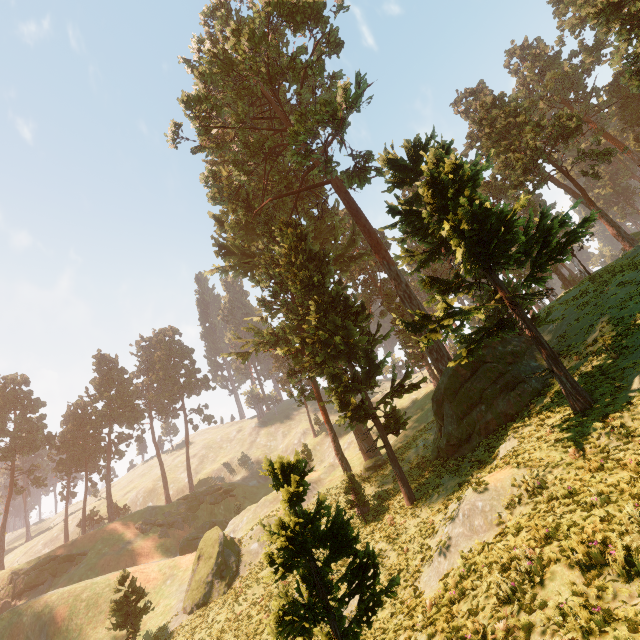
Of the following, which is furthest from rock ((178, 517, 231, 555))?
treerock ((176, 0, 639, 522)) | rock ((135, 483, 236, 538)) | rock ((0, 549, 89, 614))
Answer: treerock ((176, 0, 639, 522))

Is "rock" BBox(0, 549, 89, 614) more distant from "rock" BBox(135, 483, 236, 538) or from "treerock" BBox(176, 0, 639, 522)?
"rock" BBox(135, 483, 236, 538)

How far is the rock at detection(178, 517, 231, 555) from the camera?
44.6 meters

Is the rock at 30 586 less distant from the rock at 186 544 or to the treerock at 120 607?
the treerock at 120 607

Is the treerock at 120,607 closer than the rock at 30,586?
Yes

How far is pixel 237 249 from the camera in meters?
41.8 m

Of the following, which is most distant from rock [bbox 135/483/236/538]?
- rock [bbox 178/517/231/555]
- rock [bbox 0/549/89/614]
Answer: rock [bbox 0/549/89/614]
